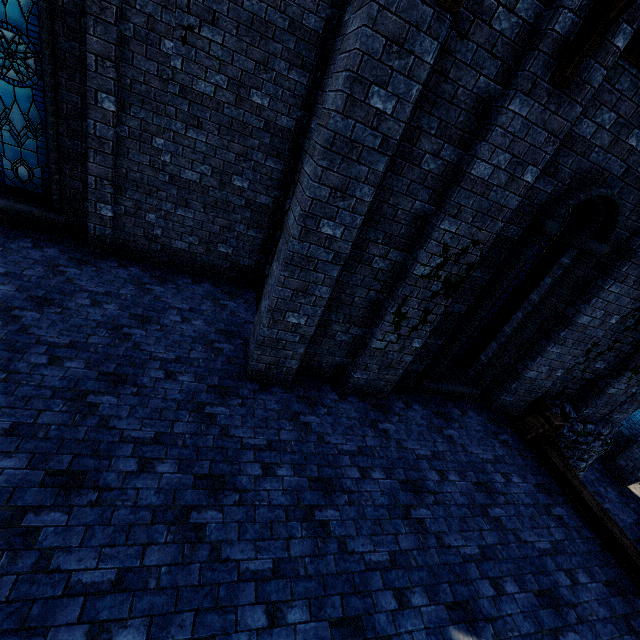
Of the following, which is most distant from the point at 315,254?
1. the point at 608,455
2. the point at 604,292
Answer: the point at 608,455

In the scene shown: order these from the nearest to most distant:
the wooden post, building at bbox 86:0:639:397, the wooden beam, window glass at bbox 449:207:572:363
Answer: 1. building at bbox 86:0:639:397
2. the wooden beam
3. window glass at bbox 449:207:572:363
4. the wooden post

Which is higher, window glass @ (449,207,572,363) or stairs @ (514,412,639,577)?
window glass @ (449,207,572,363)

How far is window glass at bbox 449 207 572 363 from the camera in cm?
575

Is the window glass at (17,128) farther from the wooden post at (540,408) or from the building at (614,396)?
the wooden post at (540,408)

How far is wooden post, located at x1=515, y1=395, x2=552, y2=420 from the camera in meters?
7.5 m

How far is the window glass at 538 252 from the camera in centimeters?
575cm

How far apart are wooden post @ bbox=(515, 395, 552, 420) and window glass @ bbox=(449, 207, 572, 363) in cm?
209
